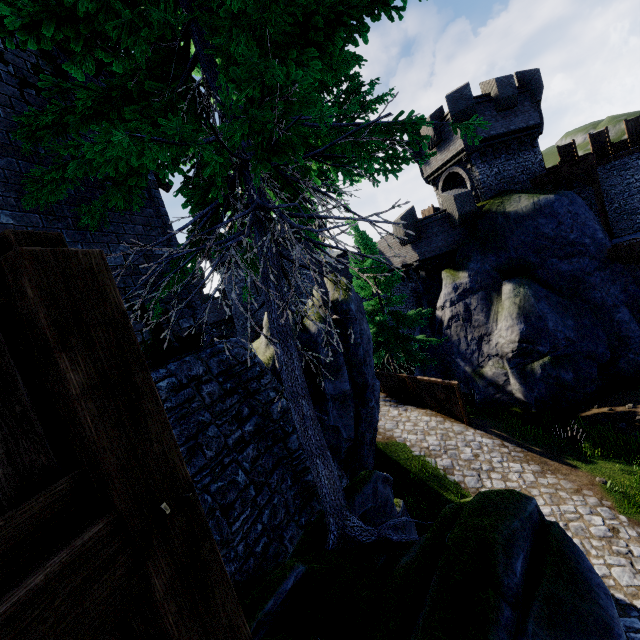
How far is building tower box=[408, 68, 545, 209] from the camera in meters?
19.5

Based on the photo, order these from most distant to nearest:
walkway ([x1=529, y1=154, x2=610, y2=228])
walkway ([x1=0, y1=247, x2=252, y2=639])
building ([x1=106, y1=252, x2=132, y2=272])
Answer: walkway ([x1=529, y1=154, x2=610, y2=228]) → building ([x1=106, y1=252, x2=132, y2=272]) → walkway ([x1=0, y1=247, x2=252, y2=639])

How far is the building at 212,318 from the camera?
36.1m

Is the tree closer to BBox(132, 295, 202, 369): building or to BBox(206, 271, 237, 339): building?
BBox(132, 295, 202, 369): building

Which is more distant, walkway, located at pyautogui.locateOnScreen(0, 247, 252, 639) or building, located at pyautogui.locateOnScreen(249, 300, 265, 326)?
building, located at pyautogui.locateOnScreen(249, 300, 265, 326)

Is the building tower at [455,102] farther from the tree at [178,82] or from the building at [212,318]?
the tree at [178,82]

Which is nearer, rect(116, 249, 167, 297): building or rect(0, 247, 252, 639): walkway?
rect(0, 247, 252, 639): walkway

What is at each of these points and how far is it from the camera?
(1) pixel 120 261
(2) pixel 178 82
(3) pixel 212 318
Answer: (1) building, 5.4 meters
(2) tree, 4.1 meters
(3) building, 40.8 meters
